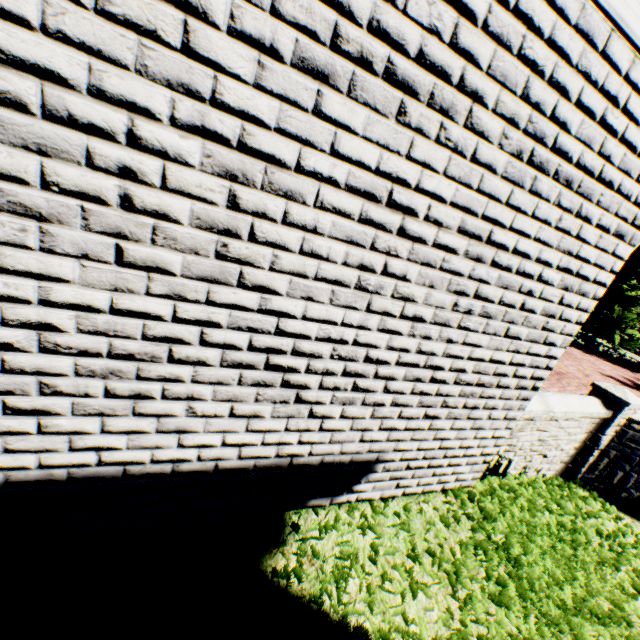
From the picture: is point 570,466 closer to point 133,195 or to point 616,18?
point 616,18
